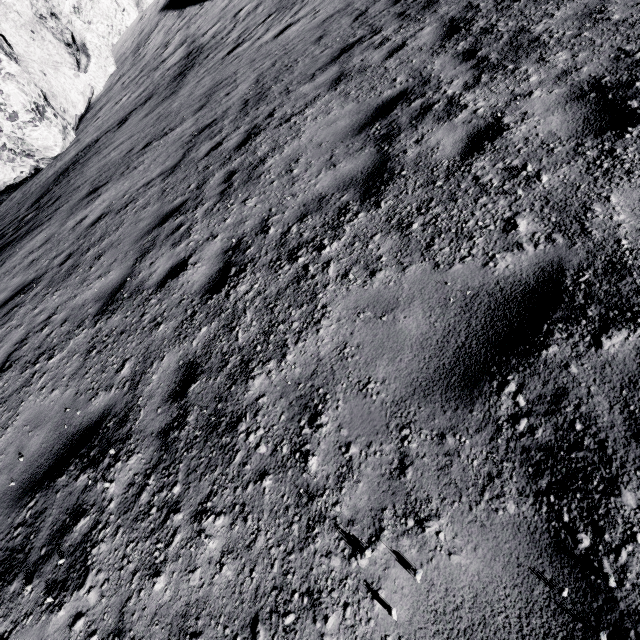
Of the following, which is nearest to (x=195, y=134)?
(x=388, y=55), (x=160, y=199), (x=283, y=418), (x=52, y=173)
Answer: (x=160, y=199)
